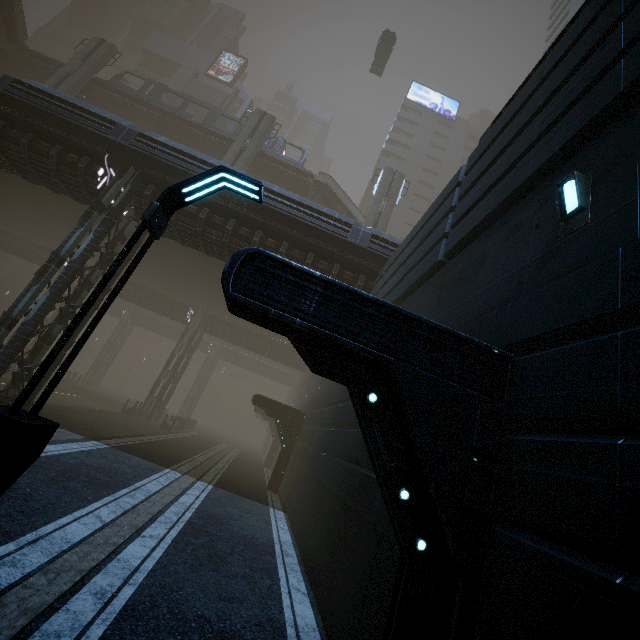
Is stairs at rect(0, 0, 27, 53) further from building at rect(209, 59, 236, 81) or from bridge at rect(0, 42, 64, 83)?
building at rect(209, 59, 236, 81)

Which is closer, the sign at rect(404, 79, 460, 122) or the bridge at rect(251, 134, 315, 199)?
the bridge at rect(251, 134, 315, 199)

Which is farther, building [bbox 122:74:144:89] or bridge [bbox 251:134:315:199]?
building [bbox 122:74:144:89]

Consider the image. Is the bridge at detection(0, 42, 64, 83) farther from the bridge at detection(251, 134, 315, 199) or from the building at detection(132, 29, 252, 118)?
the building at detection(132, 29, 252, 118)

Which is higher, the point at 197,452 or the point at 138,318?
the point at 138,318

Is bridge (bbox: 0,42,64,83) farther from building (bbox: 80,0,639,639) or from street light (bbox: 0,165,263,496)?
street light (bbox: 0,165,263,496)

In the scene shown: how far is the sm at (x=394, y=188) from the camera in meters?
29.6

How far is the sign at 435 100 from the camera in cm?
5781
